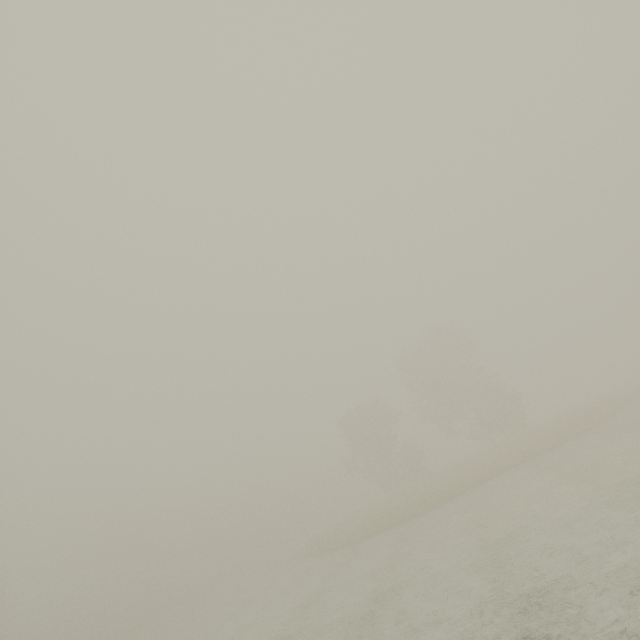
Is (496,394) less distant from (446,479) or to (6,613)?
(446,479)
